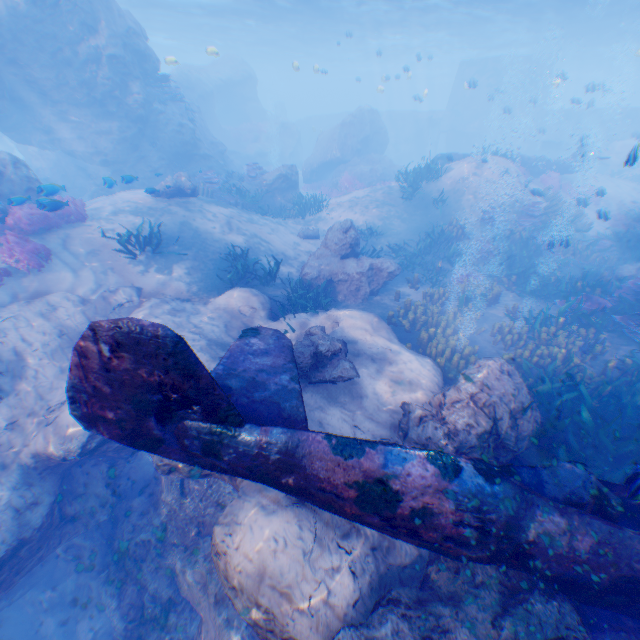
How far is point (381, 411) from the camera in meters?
6.4 m

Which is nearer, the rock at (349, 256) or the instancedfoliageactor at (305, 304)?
the instancedfoliageactor at (305, 304)

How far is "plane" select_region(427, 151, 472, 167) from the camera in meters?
18.6

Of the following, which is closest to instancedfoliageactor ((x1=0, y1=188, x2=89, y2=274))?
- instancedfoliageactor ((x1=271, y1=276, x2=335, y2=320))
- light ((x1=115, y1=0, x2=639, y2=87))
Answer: instancedfoliageactor ((x1=271, y1=276, x2=335, y2=320))

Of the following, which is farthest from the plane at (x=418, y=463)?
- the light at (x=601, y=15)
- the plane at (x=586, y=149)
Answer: the plane at (x=586, y=149)

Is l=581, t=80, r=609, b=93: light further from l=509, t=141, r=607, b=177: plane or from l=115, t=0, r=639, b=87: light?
l=509, t=141, r=607, b=177: plane

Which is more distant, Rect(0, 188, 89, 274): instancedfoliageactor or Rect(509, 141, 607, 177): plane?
Rect(509, 141, 607, 177): plane

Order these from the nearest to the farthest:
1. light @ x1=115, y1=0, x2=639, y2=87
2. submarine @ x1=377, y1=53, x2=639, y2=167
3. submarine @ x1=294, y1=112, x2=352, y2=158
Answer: light @ x1=115, y1=0, x2=639, y2=87, submarine @ x1=377, y1=53, x2=639, y2=167, submarine @ x1=294, y1=112, x2=352, y2=158
